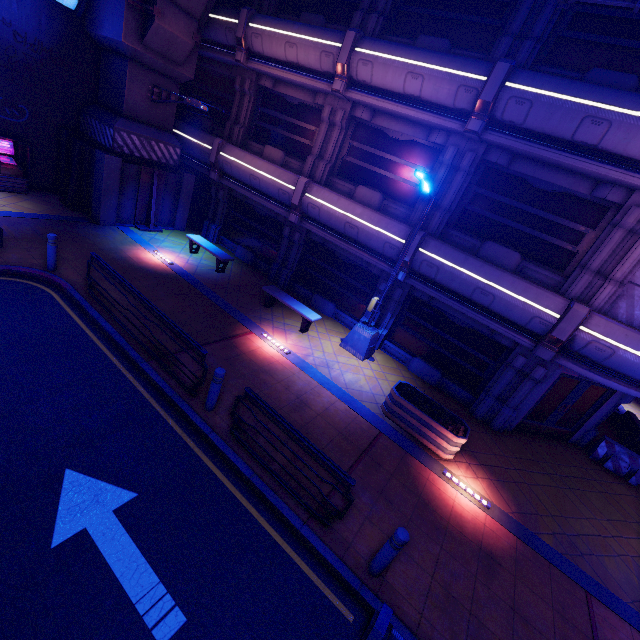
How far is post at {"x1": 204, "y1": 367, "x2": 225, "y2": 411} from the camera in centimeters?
655cm

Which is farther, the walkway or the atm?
the atm

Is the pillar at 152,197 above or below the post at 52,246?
below

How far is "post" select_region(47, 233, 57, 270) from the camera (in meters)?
8.86

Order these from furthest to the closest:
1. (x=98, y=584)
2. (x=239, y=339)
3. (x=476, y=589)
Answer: (x=239, y=339) → (x=476, y=589) → (x=98, y=584)

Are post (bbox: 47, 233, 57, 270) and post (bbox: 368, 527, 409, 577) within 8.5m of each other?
no

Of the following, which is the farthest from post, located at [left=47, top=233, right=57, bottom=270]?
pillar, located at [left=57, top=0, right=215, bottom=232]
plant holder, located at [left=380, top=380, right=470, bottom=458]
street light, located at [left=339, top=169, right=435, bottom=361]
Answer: plant holder, located at [left=380, top=380, right=470, bottom=458]

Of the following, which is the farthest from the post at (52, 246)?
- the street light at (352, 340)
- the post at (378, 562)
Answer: the post at (378, 562)
